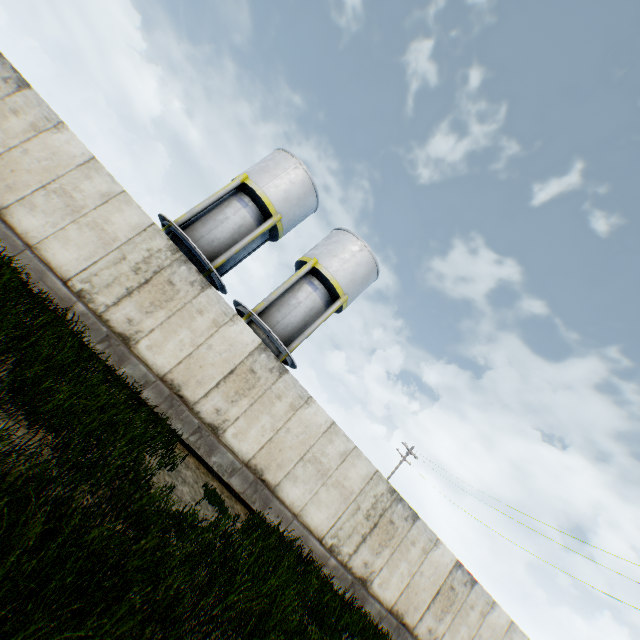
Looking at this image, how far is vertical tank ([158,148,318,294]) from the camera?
16.0m

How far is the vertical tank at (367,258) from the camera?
16.80m

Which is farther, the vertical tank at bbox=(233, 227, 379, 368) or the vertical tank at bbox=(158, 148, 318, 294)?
the vertical tank at bbox=(233, 227, 379, 368)

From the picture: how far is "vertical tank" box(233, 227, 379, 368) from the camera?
16.8 meters

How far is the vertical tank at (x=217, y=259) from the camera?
15.98m

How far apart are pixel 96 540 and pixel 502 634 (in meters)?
16.32
